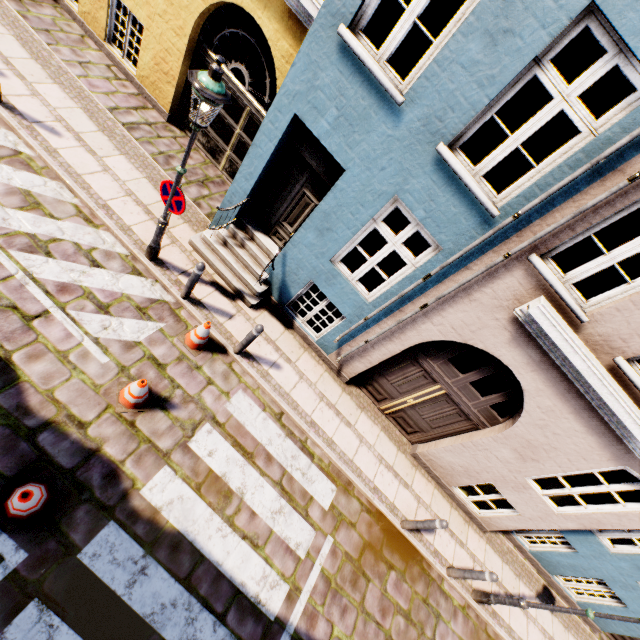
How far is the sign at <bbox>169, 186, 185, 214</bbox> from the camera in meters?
5.0 m

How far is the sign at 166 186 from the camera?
5.0 meters

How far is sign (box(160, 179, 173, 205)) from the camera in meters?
5.0

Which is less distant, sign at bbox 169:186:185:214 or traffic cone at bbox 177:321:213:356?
sign at bbox 169:186:185:214

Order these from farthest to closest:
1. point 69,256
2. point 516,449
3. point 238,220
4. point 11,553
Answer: point 238,220
point 516,449
point 69,256
point 11,553

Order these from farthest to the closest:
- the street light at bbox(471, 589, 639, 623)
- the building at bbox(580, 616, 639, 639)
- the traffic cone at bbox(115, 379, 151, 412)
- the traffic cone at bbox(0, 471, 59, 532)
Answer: the building at bbox(580, 616, 639, 639) < the street light at bbox(471, 589, 639, 623) < the traffic cone at bbox(115, 379, 151, 412) < the traffic cone at bbox(0, 471, 59, 532)

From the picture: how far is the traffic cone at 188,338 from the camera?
5.8 meters

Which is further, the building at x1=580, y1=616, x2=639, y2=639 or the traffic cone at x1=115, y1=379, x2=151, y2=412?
the building at x1=580, y1=616, x2=639, y2=639
